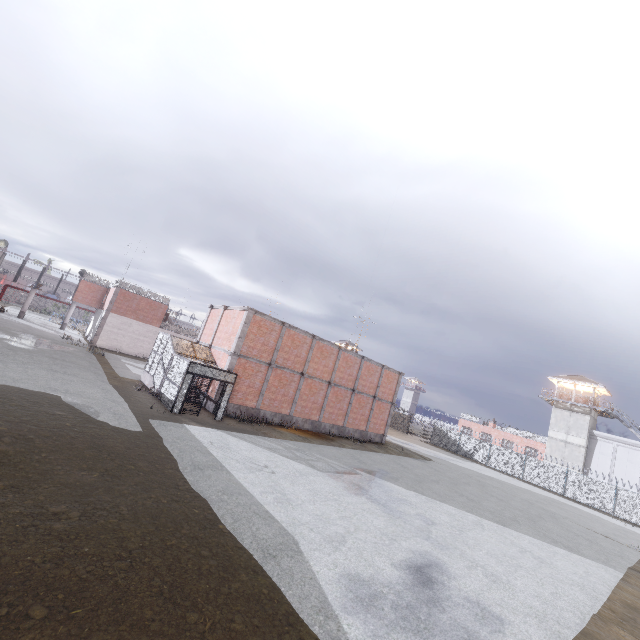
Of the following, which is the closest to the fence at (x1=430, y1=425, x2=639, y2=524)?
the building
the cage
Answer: the cage

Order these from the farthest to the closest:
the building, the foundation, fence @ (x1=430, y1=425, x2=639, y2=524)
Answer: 1. the building
2. fence @ (x1=430, y1=425, x2=639, y2=524)
3. the foundation

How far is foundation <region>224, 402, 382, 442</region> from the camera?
21.3m

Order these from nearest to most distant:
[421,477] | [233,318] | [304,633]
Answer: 1. [304,633]
2. [421,477]
3. [233,318]

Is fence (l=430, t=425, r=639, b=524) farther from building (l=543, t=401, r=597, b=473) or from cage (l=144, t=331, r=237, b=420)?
building (l=543, t=401, r=597, b=473)

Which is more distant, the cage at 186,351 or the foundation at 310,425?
the foundation at 310,425

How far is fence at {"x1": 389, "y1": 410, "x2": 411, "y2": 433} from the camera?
50.5m

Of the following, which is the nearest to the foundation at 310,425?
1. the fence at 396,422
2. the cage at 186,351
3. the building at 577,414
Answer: the cage at 186,351
